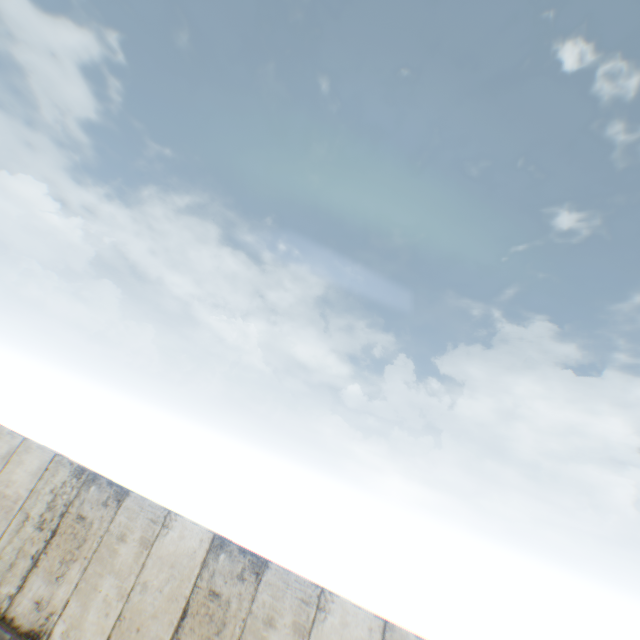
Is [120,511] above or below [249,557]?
below
